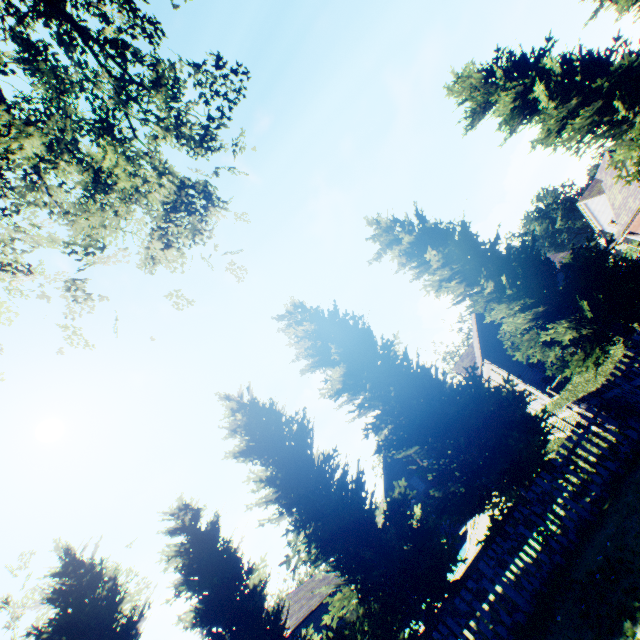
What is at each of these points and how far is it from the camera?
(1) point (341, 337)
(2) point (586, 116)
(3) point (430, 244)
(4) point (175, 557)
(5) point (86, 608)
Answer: (1) tree, 11.94m
(2) tree, 13.73m
(3) tree, 14.68m
(4) tree, 12.38m
(5) tree, 13.12m

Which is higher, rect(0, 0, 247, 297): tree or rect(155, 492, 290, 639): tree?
rect(0, 0, 247, 297): tree

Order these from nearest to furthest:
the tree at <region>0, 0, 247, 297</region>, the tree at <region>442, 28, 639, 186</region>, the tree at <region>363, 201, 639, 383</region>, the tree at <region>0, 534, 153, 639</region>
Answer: the tree at <region>0, 0, 247, 297</region> → the tree at <region>363, 201, 639, 383</region> → the tree at <region>0, 534, 153, 639</region> → the tree at <region>442, 28, 639, 186</region>

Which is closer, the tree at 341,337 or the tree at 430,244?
the tree at 341,337

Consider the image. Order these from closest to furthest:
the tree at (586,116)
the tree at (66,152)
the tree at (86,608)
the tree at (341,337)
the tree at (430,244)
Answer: the tree at (66,152)
the tree at (341,337)
the tree at (430,244)
the tree at (86,608)
the tree at (586,116)

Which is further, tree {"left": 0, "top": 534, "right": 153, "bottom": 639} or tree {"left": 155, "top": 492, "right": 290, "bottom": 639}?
tree {"left": 0, "top": 534, "right": 153, "bottom": 639}
